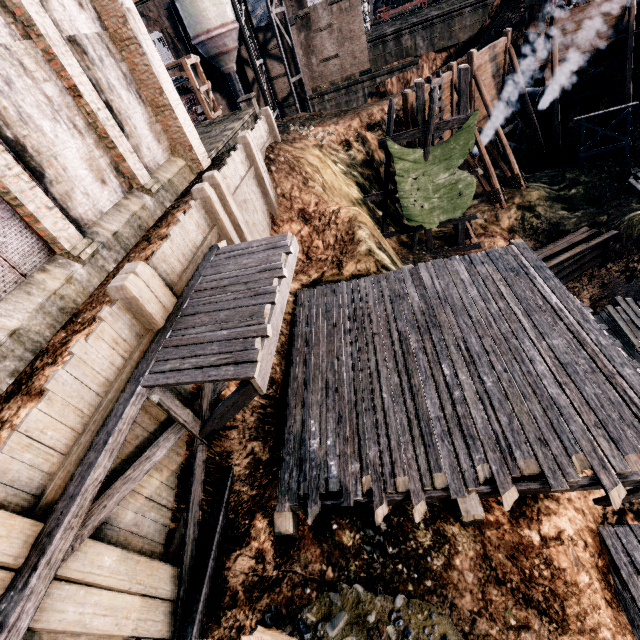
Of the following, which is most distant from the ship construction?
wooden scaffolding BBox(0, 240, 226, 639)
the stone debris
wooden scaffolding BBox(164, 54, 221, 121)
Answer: the stone debris

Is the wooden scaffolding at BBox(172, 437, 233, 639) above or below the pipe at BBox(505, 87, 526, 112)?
above

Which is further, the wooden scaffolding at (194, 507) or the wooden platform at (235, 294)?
the wooden scaffolding at (194, 507)

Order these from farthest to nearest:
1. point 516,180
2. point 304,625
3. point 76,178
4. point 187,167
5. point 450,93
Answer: point 516,180 < point 450,93 < point 187,167 < point 76,178 < point 304,625

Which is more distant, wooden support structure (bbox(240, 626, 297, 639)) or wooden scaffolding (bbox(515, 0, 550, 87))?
wooden scaffolding (bbox(515, 0, 550, 87))

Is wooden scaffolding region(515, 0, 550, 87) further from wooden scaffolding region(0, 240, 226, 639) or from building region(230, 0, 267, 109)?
wooden scaffolding region(0, 240, 226, 639)

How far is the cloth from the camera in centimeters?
1669cm

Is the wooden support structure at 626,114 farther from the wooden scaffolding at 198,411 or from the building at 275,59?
the wooden scaffolding at 198,411
